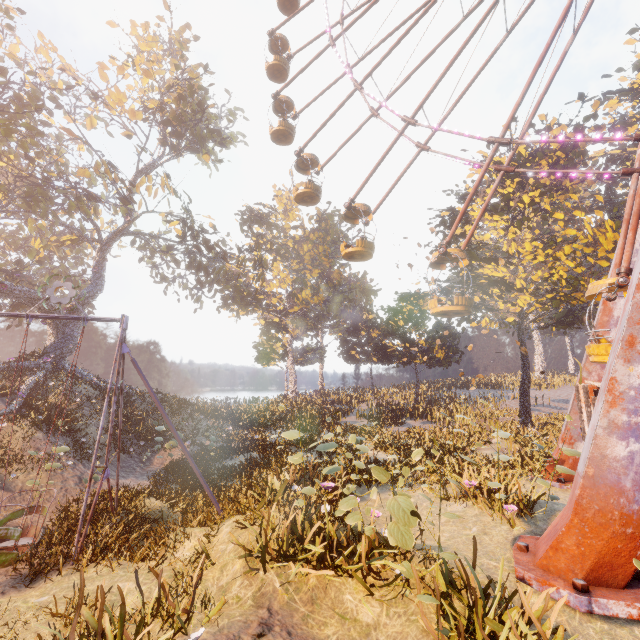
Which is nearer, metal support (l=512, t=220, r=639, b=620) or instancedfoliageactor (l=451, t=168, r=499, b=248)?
metal support (l=512, t=220, r=639, b=620)

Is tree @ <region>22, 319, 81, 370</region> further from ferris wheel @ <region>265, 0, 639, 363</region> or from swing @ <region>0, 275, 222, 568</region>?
swing @ <region>0, 275, 222, 568</region>

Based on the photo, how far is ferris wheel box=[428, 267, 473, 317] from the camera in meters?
12.5 m

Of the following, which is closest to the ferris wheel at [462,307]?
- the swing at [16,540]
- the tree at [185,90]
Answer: the tree at [185,90]

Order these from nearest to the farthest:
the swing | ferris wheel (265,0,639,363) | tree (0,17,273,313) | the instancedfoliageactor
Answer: the swing < ferris wheel (265,0,639,363) < tree (0,17,273,313) < the instancedfoliageactor

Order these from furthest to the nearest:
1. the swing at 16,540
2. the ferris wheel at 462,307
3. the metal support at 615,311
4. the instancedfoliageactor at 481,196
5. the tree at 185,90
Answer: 1. the instancedfoliageactor at 481,196
2. the tree at 185,90
3. the ferris wheel at 462,307
4. the swing at 16,540
5. the metal support at 615,311

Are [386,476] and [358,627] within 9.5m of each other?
yes

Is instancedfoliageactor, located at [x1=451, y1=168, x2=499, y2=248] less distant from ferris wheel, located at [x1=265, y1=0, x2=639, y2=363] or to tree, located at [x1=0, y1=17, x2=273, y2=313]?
ferris wheel, located at [x1=265, y1=0, x2=639, y2=363]
